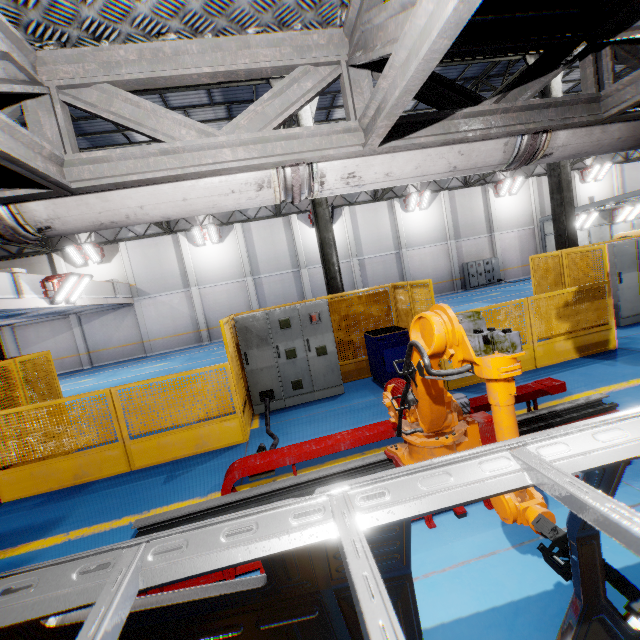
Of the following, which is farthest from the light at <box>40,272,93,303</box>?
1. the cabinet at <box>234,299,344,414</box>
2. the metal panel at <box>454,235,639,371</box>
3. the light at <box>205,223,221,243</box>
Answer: the cabinet at <box>234,299,344,414</box>

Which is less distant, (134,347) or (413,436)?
(413,436)

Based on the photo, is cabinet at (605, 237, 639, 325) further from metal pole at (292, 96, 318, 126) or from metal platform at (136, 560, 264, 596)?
metal pole at (292, 96, 318, 126)

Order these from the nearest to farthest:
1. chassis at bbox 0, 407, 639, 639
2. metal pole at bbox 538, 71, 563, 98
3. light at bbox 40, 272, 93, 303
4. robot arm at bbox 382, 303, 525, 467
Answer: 1. chassis at bbox 0, 407, 639, 639
2. robot arm at bbox 382, 303, 525, 467
3. metal pole at bbox 538, 71, 563, 98
4. light at bbox 40, 272, 93, 303

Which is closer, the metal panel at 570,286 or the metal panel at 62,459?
the metal panel at 62,459

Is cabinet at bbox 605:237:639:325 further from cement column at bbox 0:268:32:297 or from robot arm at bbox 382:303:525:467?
cement column at bbox 0:268:32:297

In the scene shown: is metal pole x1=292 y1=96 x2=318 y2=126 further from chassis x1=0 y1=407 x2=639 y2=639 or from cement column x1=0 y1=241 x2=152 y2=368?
cement column x1=0 y1=241 x2=152 y2=368

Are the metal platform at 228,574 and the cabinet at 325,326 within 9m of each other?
yes
